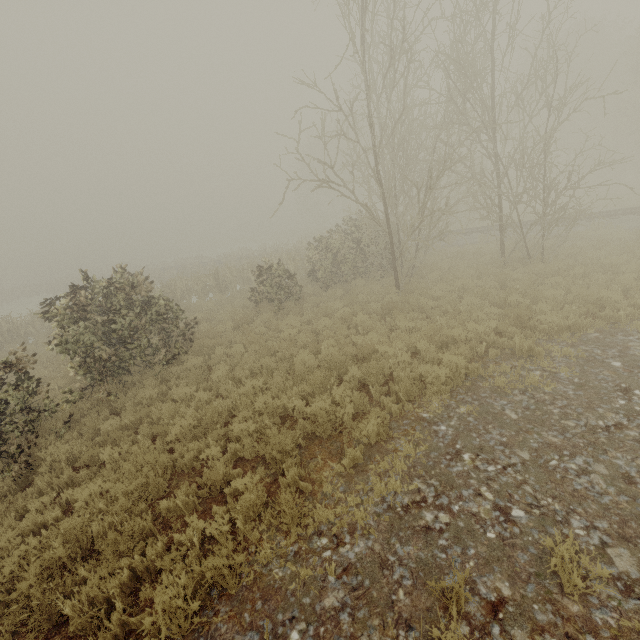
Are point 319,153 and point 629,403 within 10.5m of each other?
no
